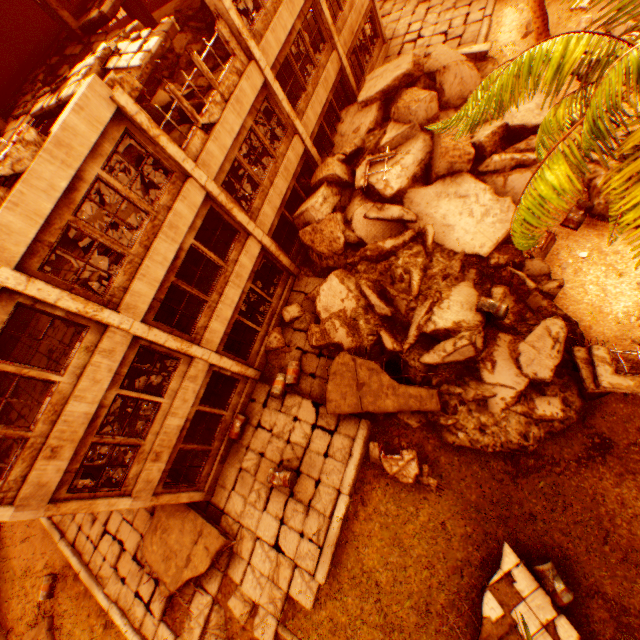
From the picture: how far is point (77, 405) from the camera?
8.23m

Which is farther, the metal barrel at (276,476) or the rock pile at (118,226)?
the metal barrel at (276,476)

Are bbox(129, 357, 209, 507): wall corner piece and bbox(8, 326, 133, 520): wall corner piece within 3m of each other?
yes

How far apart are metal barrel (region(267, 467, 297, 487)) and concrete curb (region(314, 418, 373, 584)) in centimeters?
150cm

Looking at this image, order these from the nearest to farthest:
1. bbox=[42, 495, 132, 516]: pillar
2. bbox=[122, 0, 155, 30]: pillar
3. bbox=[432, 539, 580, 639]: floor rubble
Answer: bbox=[432, 539, 580, 639]: floor rubble < bbox=[42, 495, 132, 516]: pillar < bbox=[122, 0, 155, 30]: pillar

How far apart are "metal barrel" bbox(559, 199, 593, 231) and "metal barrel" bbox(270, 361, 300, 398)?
10.5 meters

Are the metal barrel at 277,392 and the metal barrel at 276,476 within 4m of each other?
yes

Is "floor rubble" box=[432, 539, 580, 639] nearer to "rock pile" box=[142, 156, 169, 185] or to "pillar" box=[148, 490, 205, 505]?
"pillar" box=[148, 490, 205, 505]
